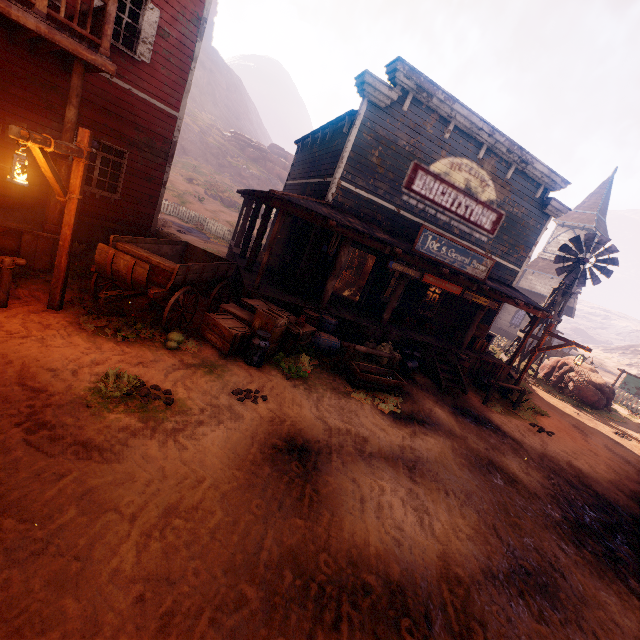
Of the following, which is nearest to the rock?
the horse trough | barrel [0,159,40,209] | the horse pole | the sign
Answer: barrel [0,159,40,209]

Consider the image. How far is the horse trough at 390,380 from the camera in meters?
8.1 m

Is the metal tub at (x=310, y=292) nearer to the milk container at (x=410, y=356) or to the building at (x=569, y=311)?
the building at (x=569, y=311)

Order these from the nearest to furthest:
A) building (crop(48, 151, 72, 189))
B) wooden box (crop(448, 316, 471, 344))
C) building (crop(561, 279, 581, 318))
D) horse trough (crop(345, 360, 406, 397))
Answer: building (crop(48, 151, 72, 189)) → horse trough (crop(345, 360, 406, 397)) → wooden box (crop(448, 316, 471, 344)) → building (crop(561, 279, 581, 318))

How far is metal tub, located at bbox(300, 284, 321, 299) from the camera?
11.03m

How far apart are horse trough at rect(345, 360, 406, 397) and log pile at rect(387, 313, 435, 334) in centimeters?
440cm

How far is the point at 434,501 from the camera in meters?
5.3 m

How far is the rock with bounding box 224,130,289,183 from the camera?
52.5m
